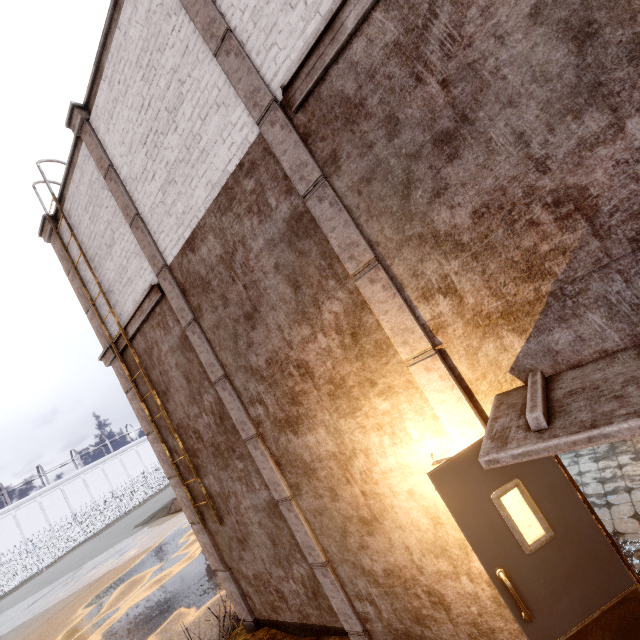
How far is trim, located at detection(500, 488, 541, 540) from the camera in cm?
282

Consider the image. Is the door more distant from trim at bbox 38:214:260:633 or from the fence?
the fence

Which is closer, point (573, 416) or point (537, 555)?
point (573, 416)

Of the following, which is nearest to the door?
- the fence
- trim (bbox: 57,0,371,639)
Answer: trim (bbox: 57,0,371,639)

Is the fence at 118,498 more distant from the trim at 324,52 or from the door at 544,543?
the door at 544,543

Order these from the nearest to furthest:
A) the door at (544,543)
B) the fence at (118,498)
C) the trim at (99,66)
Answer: the door at (544,543)
the trim at (99,66)
the fence at (118,498)

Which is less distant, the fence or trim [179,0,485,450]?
trim [179,0,485,450]
